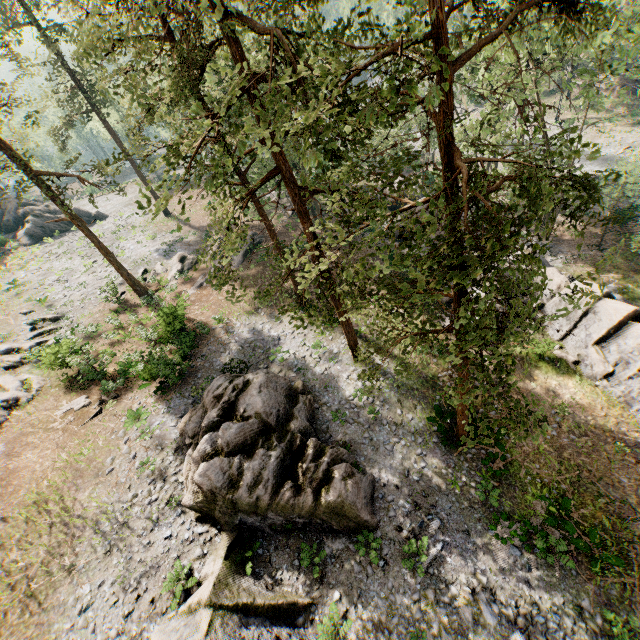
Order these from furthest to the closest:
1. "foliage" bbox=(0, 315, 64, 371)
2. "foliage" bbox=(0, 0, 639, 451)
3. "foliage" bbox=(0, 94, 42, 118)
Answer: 1. "foliage" bbox=(0, 315, 64, 371)
2. "foliage" bbox=(0, 94, 42, 118)
3. "foliage" bbox=(0, 0, 639, 451)

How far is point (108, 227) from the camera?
43.1m

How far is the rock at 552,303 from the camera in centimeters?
1997cm

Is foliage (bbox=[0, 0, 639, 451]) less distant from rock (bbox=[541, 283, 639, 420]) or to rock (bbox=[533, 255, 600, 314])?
rock (bbox=[533, 255, 600, 314])

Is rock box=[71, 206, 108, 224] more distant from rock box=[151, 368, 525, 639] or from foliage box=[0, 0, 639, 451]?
rock box=[151, 368, 525, 639]

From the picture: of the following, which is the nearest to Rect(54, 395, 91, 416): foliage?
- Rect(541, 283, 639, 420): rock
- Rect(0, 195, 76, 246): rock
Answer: Rect(0, 195, 76, 246): rock

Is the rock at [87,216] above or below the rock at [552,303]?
above
